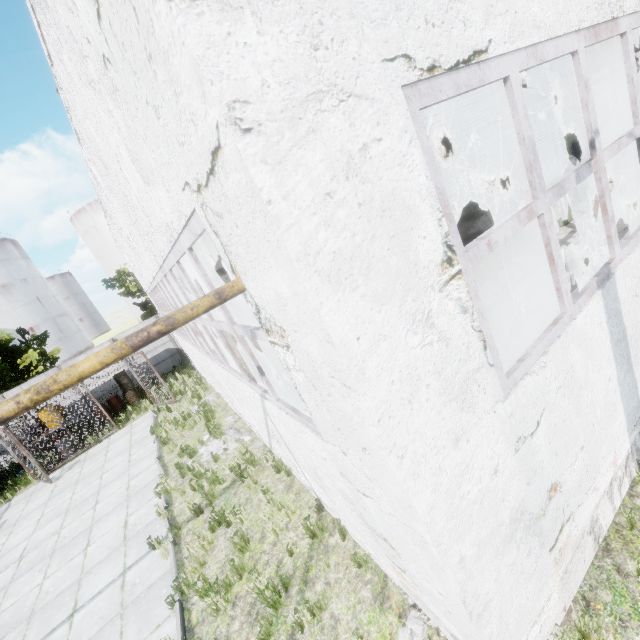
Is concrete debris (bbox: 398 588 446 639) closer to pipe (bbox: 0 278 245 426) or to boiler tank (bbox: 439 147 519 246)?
boiler tank (bbox: 439 147 519 246)

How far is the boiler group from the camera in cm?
513

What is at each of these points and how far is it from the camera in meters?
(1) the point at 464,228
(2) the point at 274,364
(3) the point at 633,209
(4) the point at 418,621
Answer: (1) boiler tank, 15.2
(2) boiler group, 5.2
(3) power box, 5.4
(4) concrete debris, 3.8

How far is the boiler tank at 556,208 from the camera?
13.0 meters

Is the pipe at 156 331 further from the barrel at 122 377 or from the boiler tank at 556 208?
the barrel at 122 377

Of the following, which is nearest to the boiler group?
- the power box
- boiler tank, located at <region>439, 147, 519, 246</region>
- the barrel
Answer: the power box

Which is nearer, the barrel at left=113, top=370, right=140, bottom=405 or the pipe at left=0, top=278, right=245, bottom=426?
the pipe at left=0, top=278, right=245, bottom=426

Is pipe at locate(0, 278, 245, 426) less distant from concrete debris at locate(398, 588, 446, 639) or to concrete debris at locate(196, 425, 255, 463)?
concrete debris at locate(398, 588, 446, 639)
